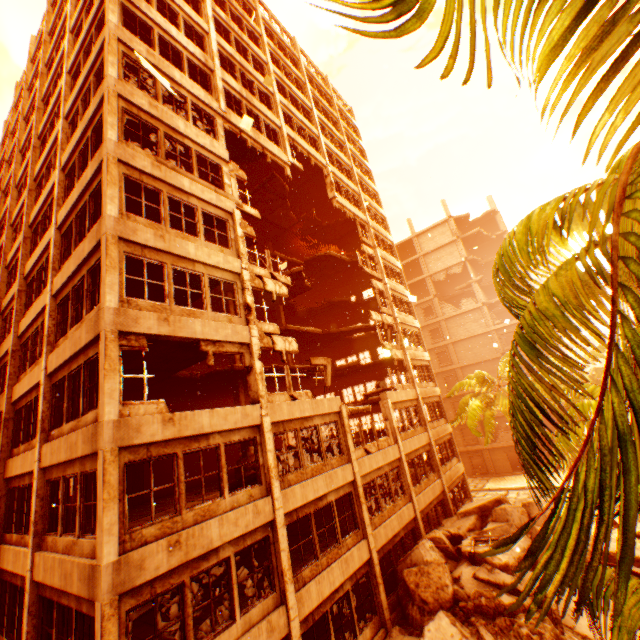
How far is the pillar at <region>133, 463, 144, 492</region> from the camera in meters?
16.3

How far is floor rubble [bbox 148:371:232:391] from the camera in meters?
16.7

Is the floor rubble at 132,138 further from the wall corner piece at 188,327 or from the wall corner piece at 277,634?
the wall corner piece at 277,634

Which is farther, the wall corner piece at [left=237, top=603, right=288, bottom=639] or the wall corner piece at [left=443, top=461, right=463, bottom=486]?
the wall corner piece at [left=443, top=461, right=463, bottom=486]

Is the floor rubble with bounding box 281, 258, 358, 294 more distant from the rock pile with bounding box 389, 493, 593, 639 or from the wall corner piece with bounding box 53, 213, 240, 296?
the rock pile with bounding box 389, 493, 593, 639

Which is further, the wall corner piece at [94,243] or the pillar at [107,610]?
the wall corner piece at [94,243]

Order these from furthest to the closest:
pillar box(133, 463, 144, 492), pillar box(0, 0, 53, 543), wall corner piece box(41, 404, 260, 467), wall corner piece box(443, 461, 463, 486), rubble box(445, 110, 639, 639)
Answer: wall corner piece box(443, 461, 463, 486), pillar box(133, 463, 144, 492), pillar box(0, 0, 53, 543), wall corner piece box(41, 404, 260, 467), rubble box(445, 110, 639, 639)

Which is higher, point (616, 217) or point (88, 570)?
point (616, 217)
